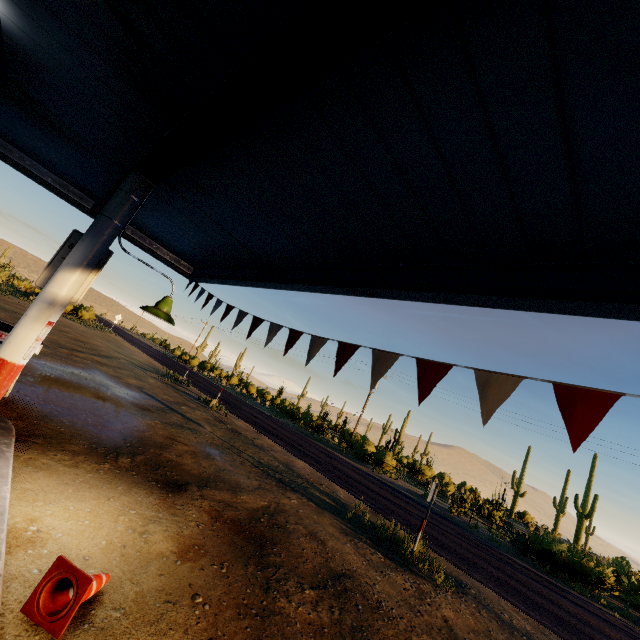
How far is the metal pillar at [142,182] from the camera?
3.9 meters

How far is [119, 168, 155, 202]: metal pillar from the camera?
3.9m

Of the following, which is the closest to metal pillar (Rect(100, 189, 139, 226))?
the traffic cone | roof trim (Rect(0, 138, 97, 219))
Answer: the traffic cone

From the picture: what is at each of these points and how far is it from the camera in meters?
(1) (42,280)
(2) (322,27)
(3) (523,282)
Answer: (1) sign, 3.7 m
(2) beam, 1.5 m
(3) roof trim, 2.7 m

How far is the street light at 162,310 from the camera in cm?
397

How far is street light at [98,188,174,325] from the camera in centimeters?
397cm

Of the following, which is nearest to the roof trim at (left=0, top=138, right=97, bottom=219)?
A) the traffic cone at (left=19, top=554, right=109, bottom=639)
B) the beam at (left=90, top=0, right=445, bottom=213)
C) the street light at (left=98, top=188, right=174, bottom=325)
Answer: the beam at (left=90, top=0, right=445, bottom=213)

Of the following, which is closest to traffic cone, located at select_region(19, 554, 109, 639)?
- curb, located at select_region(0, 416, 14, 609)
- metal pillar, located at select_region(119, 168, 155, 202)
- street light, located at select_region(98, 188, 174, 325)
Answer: curb, located at select_region(0, 416, 14, 609)
